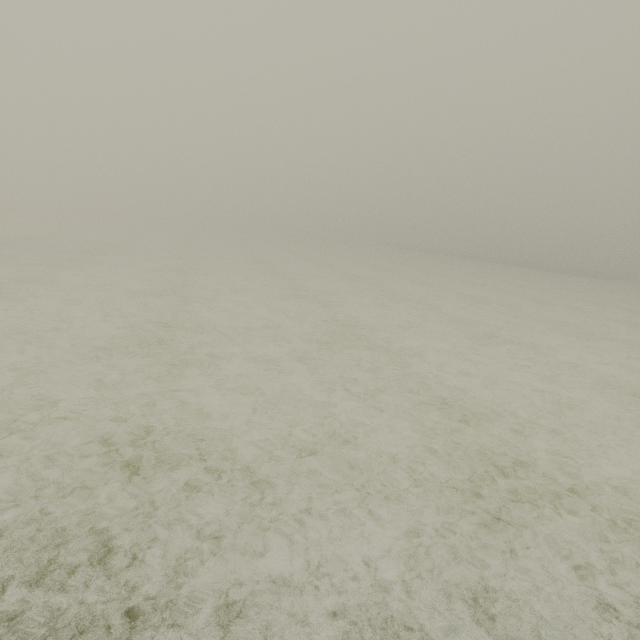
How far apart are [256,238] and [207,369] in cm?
5359
